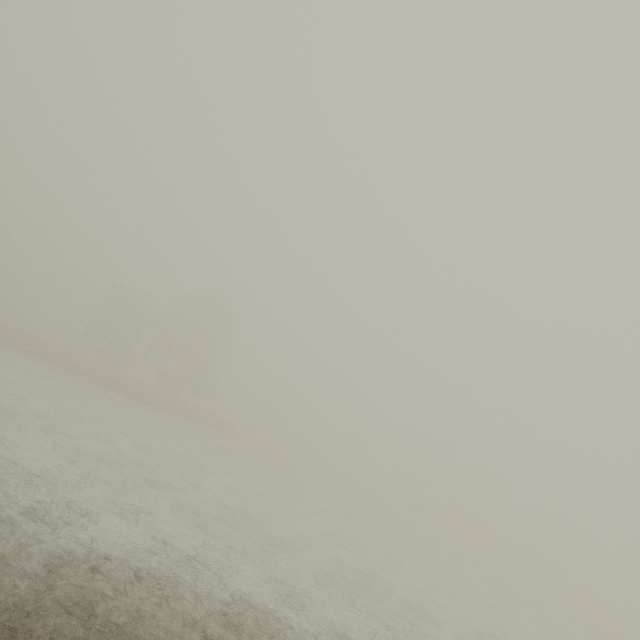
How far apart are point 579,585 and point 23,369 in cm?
6221
